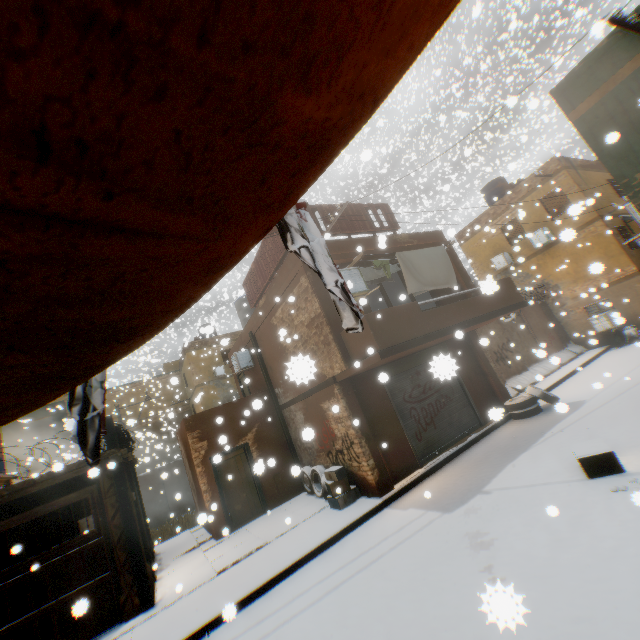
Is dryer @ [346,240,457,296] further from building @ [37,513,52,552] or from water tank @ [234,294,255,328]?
water tank @ [234,294,255,328]

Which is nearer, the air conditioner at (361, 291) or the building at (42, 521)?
the air conditioner at (361, 291)

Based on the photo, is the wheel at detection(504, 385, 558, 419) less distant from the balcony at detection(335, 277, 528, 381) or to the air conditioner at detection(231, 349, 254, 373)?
the balcony at detection(335, 277, 528, 381)

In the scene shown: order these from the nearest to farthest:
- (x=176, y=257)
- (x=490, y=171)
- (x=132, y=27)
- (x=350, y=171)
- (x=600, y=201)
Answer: (x=132, y=27), (x=176, y=257), (x=600, y=201), (x=350, y=171), (x=490, y=171)

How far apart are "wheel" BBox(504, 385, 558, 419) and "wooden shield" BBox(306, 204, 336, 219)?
1.8 meters

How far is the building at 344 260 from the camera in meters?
9.9 m

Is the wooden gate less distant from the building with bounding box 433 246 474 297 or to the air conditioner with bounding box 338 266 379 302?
the building with bounding box 433 246 474 297

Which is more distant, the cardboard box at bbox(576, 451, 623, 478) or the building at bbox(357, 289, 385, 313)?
the building at bbox(357, 289, 385, 313)
